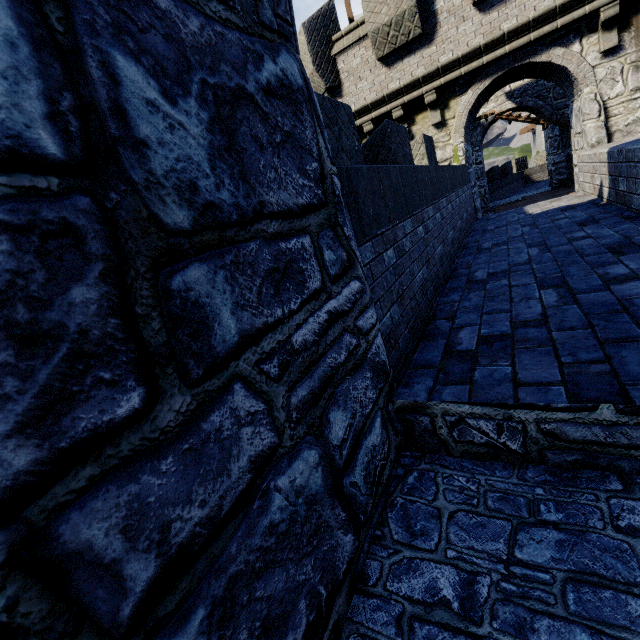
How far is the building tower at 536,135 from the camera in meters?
41.4 m

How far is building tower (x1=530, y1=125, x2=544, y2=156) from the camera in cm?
4141

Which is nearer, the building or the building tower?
the building

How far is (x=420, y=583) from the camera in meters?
Result: 1.6

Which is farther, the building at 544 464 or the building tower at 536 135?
the building tower at 536 135
